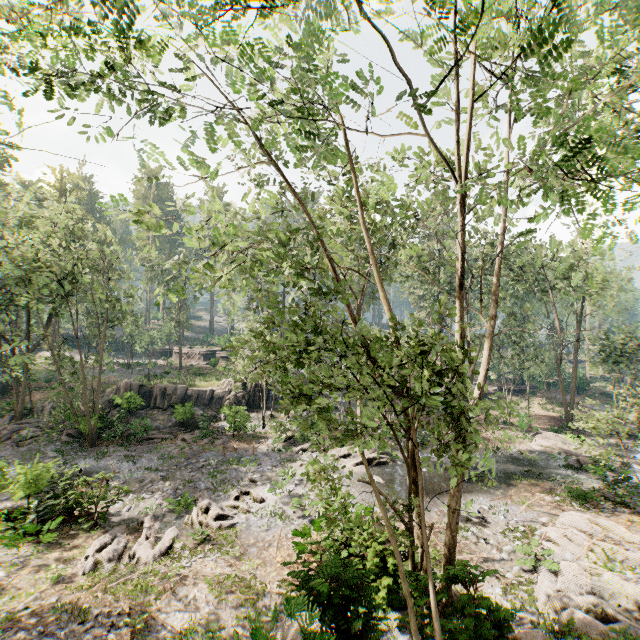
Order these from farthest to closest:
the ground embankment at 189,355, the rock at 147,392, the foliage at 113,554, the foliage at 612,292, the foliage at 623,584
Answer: the ground embankment at 189,355, the rock at 147,392, the foliage at 113,554, the foliage at 623,584, the foliage at 612,292

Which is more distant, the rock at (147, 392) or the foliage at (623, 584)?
the rock at (147, 392)

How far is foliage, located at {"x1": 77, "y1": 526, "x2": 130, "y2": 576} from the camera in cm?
1110

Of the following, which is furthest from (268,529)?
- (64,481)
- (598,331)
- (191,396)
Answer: (598,331)

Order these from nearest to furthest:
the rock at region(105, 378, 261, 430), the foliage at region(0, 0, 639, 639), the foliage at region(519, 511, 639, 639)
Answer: the foliage at region(0, 0, 639, 639)
the foliage at region(519, 511, 639, 639)
the rock at region(105, 378, 261, 430)

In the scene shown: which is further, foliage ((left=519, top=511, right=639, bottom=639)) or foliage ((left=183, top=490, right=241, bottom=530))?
foliage ((left=183, top=490, right=241, bottom=530))

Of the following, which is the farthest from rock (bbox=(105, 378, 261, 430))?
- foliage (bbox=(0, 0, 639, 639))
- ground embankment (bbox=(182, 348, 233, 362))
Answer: ground embankment (bbox=(182, 348, 233, 362))
